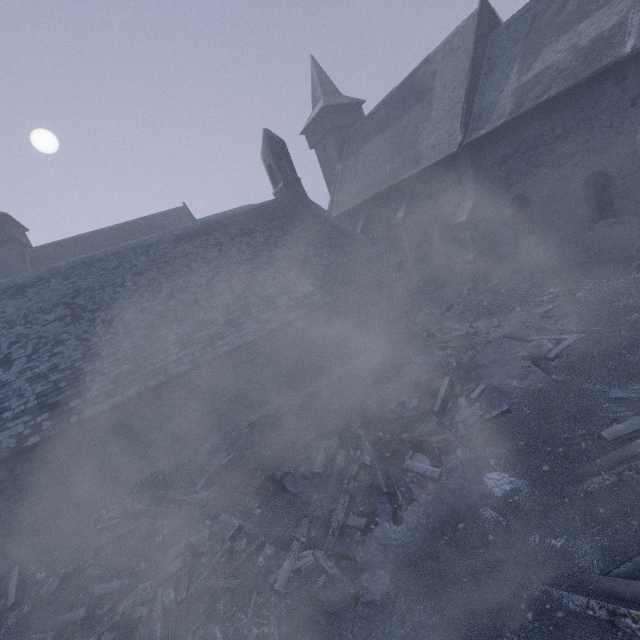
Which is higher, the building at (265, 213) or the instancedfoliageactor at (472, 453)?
the building at (265, 213)

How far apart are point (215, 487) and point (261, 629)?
4.4 meters

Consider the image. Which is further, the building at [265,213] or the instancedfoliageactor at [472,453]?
the building at [265,213]

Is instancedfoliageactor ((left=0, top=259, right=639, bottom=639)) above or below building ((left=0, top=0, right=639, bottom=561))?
below

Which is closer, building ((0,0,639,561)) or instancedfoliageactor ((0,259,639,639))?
instancedfoliageactor ((0,259,639,639))
